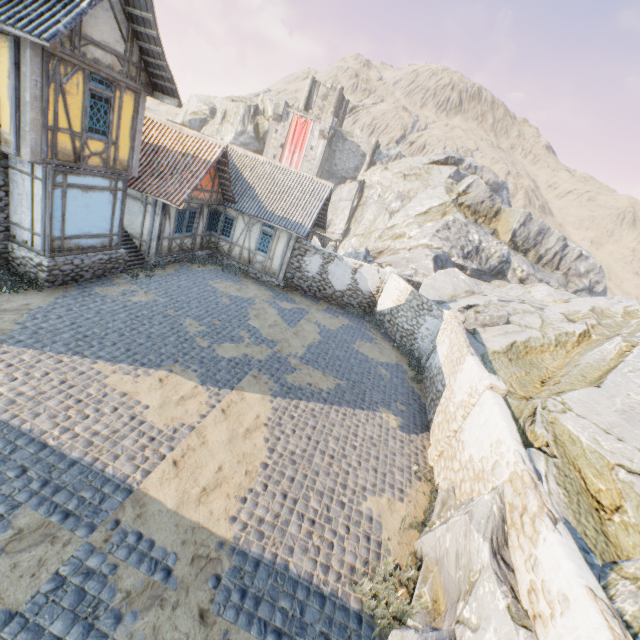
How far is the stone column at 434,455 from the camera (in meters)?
8.56

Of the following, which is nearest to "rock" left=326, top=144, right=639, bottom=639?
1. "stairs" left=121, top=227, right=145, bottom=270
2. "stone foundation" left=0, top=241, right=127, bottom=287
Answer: "stairs" left=121, top=227, right=145, bottom=270

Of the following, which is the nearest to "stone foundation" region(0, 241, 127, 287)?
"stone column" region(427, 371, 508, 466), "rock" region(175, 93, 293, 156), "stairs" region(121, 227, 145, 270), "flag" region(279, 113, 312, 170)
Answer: "stairs" region(121, 227, 145, 270)

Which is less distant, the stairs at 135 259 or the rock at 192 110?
the stairs at 135 259

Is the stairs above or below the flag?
below

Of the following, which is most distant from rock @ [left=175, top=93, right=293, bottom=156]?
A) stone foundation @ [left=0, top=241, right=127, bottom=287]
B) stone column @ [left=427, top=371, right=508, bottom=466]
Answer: stone foundation @ [left=0, top=241, right=127, bottom=287]

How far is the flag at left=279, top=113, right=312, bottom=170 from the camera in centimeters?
4659cm

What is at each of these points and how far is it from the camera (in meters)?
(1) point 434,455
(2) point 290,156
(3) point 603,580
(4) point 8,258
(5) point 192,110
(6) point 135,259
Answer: (1) stone column, 9.66
(2) flag, 48.31
(3) rock, 5.58
(4) stone foundation, 10.97
(5) rock, 53.31
(6) stairs, 14.94
